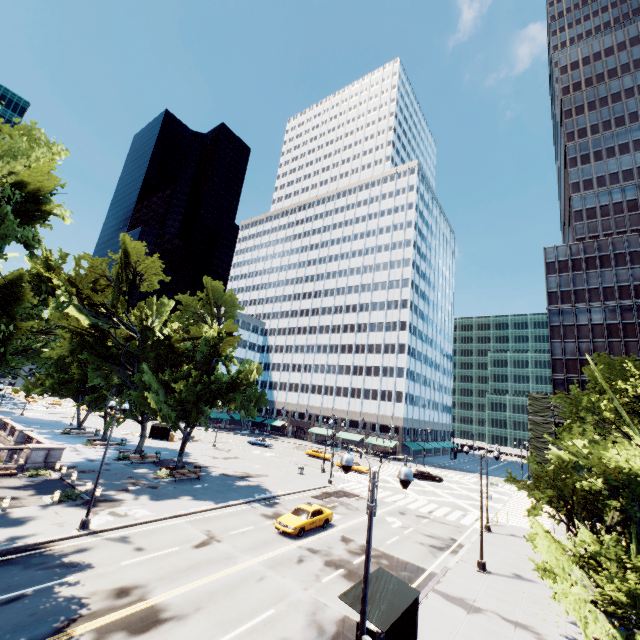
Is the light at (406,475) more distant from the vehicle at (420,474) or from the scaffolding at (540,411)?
the scaffolding at (540,411)

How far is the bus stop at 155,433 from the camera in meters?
53.7

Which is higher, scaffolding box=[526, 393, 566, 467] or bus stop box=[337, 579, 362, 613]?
scaffolding box=[526, 393, 566, 467]

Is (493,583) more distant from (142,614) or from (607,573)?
(142,614)

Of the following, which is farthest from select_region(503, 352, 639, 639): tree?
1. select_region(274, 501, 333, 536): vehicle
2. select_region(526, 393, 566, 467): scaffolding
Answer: select_region(526, 393, 566, 467): scaffolding

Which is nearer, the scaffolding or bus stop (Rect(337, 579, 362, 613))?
bus stop (Rect(337, 579, 362, 613))

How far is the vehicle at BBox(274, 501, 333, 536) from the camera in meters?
21.9 m

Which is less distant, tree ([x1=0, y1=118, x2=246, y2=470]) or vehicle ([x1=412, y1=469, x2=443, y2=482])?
tree ([x1=0, y1=118, x2=246, y2=470])
